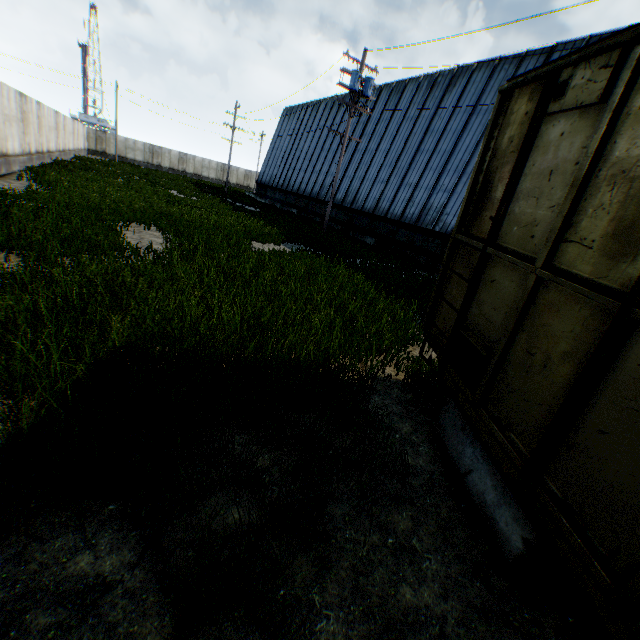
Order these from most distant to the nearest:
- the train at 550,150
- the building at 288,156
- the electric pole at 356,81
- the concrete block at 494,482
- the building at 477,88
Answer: the building at 288,156
the building at 477,88
the electric pole at 356,81
the concrete block at 494,482
the train at 550,150

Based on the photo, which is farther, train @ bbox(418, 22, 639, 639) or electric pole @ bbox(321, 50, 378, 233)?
electric pole @ bbox(321, 50, 378, 233)

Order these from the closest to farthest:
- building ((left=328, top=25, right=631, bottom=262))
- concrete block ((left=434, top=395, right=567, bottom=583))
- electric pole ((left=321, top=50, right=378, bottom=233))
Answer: concrete block ((left=434, top=395, right=567, bottom=583)) < electric pole ((left=321, top=50, right=378, bottom=233)) < building ((left=328, top=25, right=631, bottom=262))

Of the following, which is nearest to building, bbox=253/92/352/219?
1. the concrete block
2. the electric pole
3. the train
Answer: the electric pole

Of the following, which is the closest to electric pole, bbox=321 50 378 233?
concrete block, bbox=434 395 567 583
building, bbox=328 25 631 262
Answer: building, bbox=328 25 631 262

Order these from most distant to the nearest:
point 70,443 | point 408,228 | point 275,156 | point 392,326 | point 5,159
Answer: point 275,156 < point 408,228 < point 5,159 < point 392,326 < point 70,443

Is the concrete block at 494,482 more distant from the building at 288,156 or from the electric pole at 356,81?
the electric pole at 356,81
